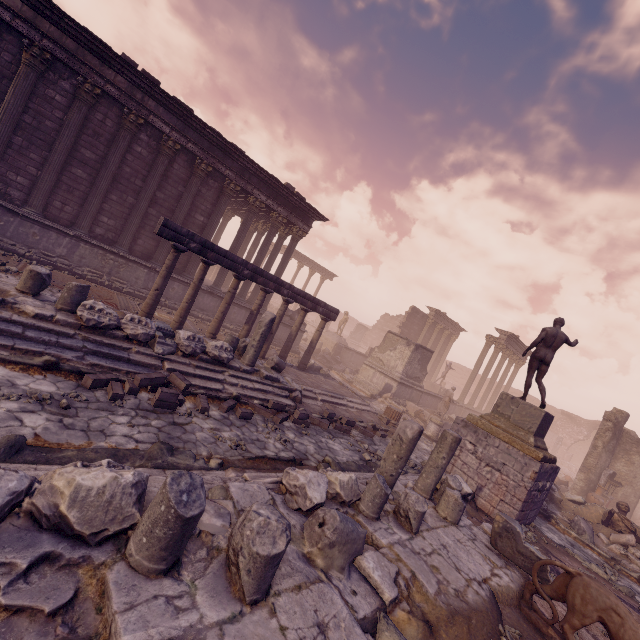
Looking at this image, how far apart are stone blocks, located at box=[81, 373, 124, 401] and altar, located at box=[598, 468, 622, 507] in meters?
21.7

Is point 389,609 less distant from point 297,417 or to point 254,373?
point 297,417

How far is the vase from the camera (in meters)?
15.66

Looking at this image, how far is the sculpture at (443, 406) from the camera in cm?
1769

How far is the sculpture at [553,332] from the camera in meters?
9.6 m

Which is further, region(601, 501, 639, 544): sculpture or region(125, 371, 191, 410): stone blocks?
region(601, 501, 639, 544): sculpture

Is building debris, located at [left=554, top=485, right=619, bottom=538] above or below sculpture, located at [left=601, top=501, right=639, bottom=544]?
below

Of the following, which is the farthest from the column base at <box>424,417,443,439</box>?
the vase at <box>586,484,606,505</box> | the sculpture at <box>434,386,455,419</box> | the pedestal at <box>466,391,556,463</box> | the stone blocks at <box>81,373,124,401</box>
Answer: the stone blocks at <box>81,373,124,401</box>
